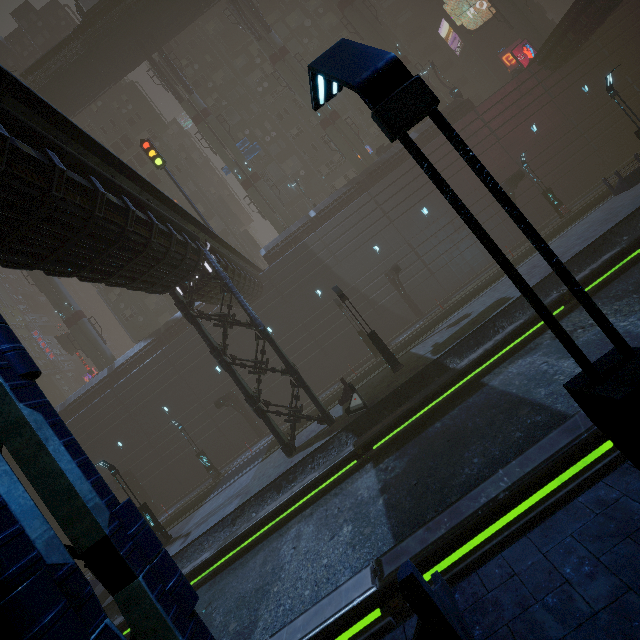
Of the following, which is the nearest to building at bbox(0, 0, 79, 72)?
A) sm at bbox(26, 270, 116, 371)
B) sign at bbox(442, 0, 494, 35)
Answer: sign at bbox(442, 0, 494, 35)

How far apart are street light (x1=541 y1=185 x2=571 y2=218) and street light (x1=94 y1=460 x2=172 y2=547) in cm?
3309

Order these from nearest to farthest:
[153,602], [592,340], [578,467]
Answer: [153,602] → [578,467] → [592,340]

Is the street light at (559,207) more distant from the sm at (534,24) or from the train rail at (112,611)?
the sm at (534,24)

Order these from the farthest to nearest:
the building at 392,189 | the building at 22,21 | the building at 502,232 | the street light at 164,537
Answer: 1. the building at 22,21
2. the building at 502,232
3. the street light at 164,537
4. the building at 392,189

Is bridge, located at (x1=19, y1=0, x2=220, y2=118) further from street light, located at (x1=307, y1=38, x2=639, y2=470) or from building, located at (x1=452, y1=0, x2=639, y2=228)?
street light, located at (x1=307, y1=38, x2=639, y2=470)

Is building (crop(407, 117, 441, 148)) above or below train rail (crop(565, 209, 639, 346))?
above

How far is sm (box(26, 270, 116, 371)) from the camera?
34.6 meters
